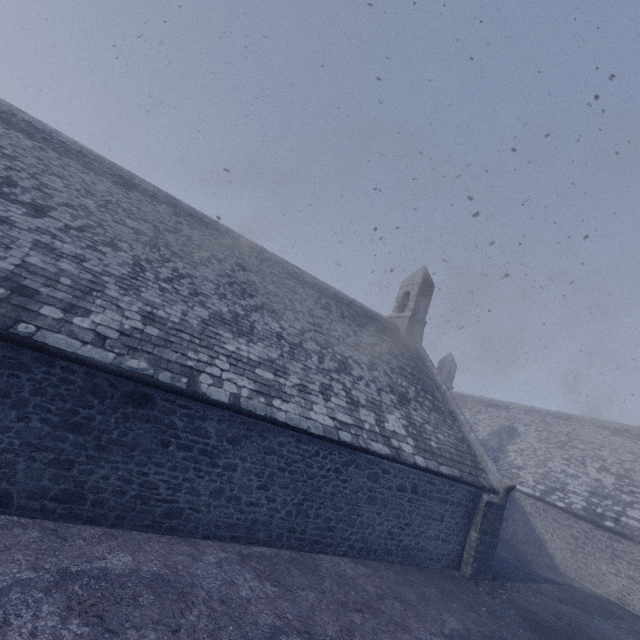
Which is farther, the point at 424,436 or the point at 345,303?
the point at 345,303
